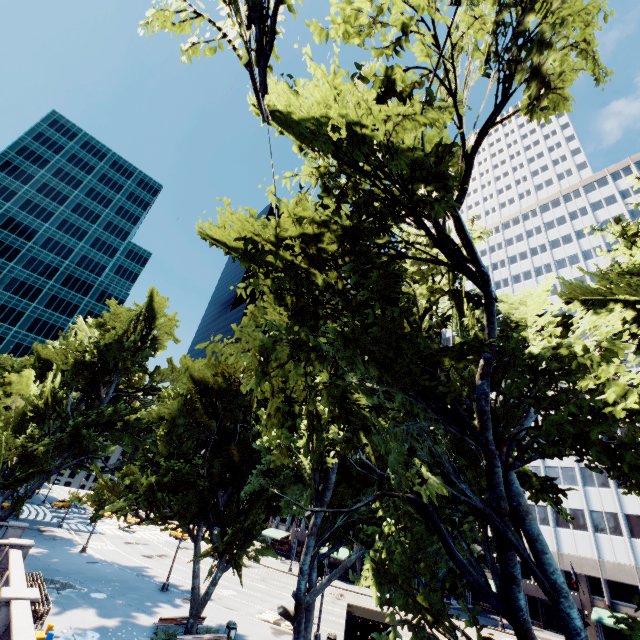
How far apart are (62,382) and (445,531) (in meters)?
39.24

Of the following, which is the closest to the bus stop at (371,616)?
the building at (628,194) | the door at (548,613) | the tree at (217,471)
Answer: the building at (628,194)

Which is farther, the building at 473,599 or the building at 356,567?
the building at 473,599

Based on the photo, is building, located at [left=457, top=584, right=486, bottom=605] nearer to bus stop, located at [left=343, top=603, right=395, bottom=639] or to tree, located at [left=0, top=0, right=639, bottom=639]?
tree, located at [left=0, top=0, right=639, bottom=639]

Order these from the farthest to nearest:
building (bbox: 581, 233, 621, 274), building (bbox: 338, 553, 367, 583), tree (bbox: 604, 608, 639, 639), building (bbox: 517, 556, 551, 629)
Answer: building (bbox: 581, 233, 621, 274) → building (bbox: 338, 553, 367, 583) → building (bbox: 517, 556, 551, 629) → tree (bbox: 604, 608, 639, 639)

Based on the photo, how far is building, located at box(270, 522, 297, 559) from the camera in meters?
57.7

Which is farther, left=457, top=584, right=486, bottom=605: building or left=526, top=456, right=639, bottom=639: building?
left=457, top=584, right=486, bottom=605: building
